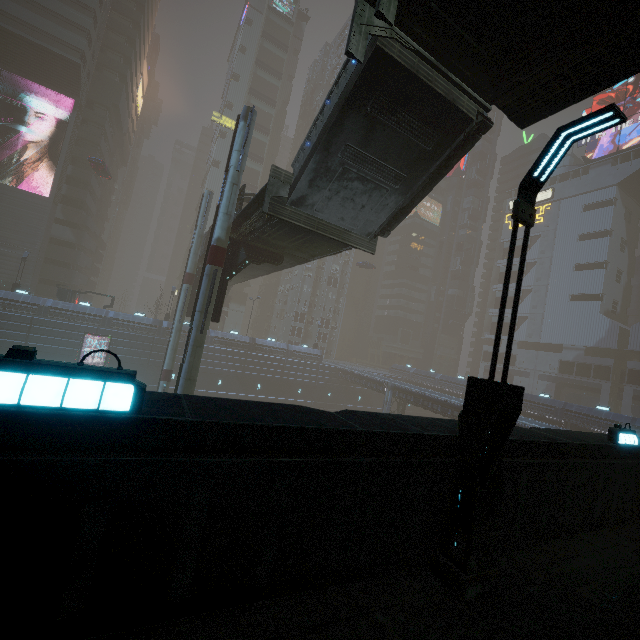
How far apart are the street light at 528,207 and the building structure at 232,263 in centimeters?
1521cm

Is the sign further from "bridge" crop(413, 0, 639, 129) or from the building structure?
the building structure

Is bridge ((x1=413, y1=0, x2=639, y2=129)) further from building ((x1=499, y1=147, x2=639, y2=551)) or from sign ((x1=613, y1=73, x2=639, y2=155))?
sign ((x1=613, y1=73, x2=639, y2=155))

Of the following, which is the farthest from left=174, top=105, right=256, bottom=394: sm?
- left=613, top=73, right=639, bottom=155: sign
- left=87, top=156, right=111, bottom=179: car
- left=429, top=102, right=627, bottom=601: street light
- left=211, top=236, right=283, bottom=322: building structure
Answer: left=613, top=73, right=639, bottom=155: sign

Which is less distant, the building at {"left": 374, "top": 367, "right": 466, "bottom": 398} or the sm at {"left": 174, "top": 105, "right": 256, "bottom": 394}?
the sm at {"left": 174, "top": 105, "right": 256, "bottom": 394}

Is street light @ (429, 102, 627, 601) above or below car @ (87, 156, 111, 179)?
below

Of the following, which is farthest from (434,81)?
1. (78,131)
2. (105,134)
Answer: (105,134)

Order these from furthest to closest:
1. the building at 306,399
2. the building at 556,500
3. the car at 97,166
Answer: the car at 97,166 → the building at 556,500 → the building at 306,399
